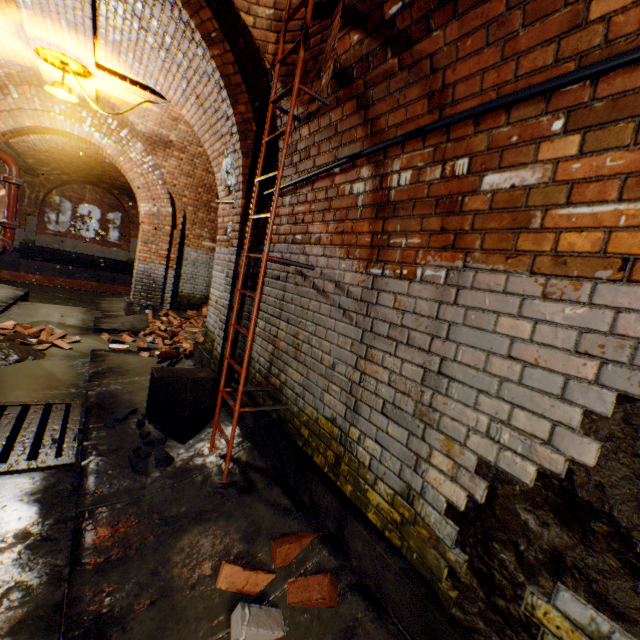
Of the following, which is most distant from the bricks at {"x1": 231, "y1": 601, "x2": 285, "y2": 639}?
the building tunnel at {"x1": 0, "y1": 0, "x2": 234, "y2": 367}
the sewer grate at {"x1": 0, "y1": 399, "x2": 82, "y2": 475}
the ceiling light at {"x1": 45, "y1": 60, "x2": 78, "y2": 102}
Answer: the ceiling light at {"x1": 45, "y1": 60, "x2": 78, "y2": 102}

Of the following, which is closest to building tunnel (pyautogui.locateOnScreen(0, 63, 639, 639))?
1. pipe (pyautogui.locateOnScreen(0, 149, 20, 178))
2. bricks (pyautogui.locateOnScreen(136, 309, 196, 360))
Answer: bricks (pyautogui.locateOnScreen(136, 309, 196, 360))

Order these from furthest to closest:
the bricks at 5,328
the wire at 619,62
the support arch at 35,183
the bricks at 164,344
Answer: the support arch at 35,183
the bricks at 5,328
the bricks at 164,344
the wire at 619,62

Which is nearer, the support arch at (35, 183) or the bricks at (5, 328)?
the bricks at (5, 328)

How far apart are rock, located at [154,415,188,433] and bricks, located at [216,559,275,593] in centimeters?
124cm

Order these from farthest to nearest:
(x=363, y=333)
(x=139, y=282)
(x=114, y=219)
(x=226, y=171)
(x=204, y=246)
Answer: (x=114, y=219) → (x=204, y=246) → (x=139, y=282) → (x=226, y=171) → (x=363, y=333)

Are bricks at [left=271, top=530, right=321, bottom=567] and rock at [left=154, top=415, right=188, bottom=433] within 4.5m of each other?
yes
